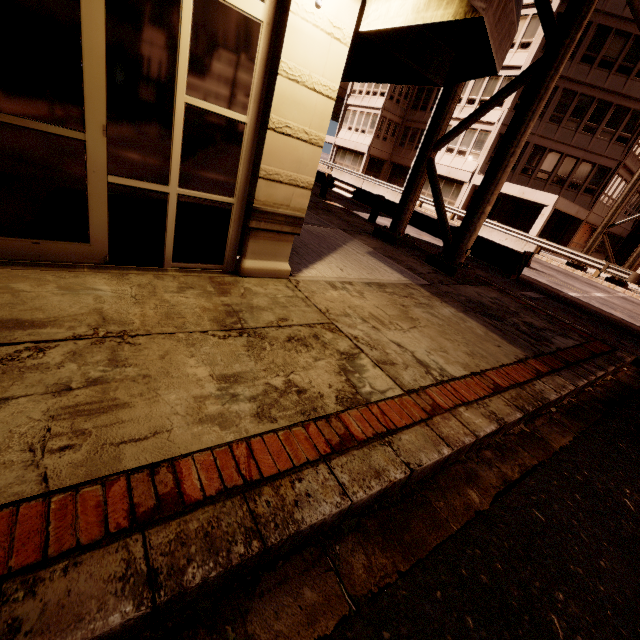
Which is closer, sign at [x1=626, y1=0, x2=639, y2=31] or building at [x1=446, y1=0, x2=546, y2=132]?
sign at [x1=626, y1=0, x2=639, y2=31]

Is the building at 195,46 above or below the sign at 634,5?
below

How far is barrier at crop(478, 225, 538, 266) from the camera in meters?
14.7 m

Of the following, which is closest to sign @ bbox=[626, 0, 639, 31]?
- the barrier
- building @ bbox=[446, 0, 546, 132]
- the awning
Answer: the awning

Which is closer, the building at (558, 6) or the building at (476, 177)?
the building at (558, 6)

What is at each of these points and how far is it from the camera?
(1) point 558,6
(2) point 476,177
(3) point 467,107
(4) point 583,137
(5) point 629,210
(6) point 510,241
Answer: (1) building, 21.9m
(2) building, 26.8m
(3) building, 27.3m
(4) building, 24.5m
(5) building, 31.6m
(6) barrier, 15.3m

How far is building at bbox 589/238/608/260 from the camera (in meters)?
31.69

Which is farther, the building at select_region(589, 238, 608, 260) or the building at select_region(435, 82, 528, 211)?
the building at select_region(589, 238, 608, 260)
